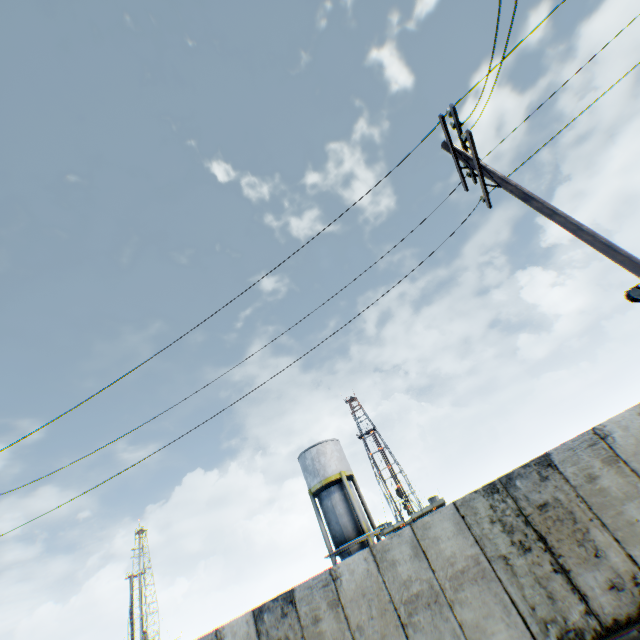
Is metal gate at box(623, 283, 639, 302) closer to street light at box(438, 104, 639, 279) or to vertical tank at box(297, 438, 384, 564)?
street light at box(438, 104, 639, 279)

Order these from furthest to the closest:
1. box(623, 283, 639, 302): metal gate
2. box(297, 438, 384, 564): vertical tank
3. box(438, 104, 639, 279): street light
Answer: box(297, 438, 384, 564): vertical tank
box(623, 283, 639, 302): metal gate
box(438, 104, 639, 279): street light

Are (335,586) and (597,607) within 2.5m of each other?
no

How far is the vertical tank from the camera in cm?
2403

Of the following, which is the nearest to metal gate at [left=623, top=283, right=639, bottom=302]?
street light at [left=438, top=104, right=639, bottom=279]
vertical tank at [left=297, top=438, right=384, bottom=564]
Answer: street light at [left=438, top=104, right=639, bottom=279]

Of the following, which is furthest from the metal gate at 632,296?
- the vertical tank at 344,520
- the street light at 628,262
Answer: the vertical tank at 344,520

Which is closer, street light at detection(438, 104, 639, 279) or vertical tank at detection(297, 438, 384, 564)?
street light at detection(438, 104, 639, 279)

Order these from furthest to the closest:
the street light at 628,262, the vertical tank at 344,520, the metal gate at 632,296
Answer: the vertical tank at 344,520
the metal gate at 632,296
the street light at 628,262
